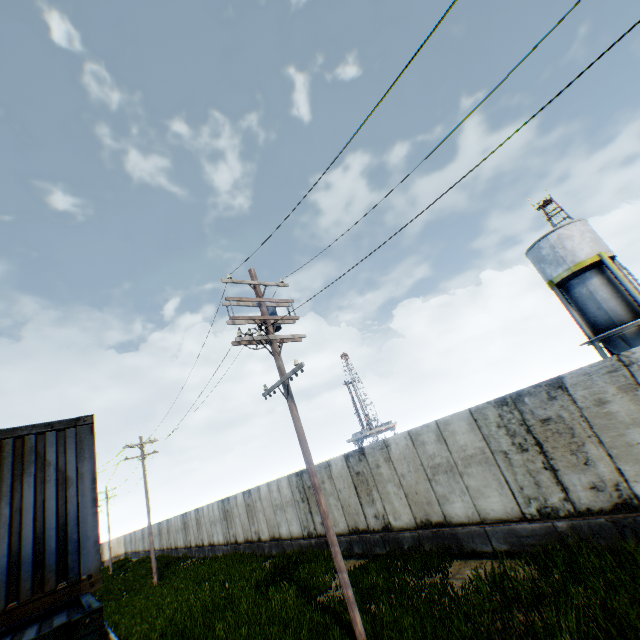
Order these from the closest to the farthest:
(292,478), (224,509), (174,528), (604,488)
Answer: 1. (604,488)
2. (292,478)
3. (224,509)
4. (174,528)

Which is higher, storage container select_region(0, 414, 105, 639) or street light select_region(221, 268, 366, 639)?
street light select_region(221, 268, 366, 639)

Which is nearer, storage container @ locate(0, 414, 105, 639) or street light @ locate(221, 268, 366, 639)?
storage container @ locate(0, 414, 105, 639)

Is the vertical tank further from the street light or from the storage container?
the storage container

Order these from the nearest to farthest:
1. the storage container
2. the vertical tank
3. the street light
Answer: the storage container, the street light, the vertical tank

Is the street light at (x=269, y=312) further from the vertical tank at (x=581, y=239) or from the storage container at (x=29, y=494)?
the vertical tank at (x=581, y=239)

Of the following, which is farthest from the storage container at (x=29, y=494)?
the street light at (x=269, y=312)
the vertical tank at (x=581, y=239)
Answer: the vertical tank at (x=581, y=239)

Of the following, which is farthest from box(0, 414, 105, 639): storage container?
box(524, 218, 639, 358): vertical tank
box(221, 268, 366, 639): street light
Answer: A: box(524, 218, 639, 358): vertical tank
